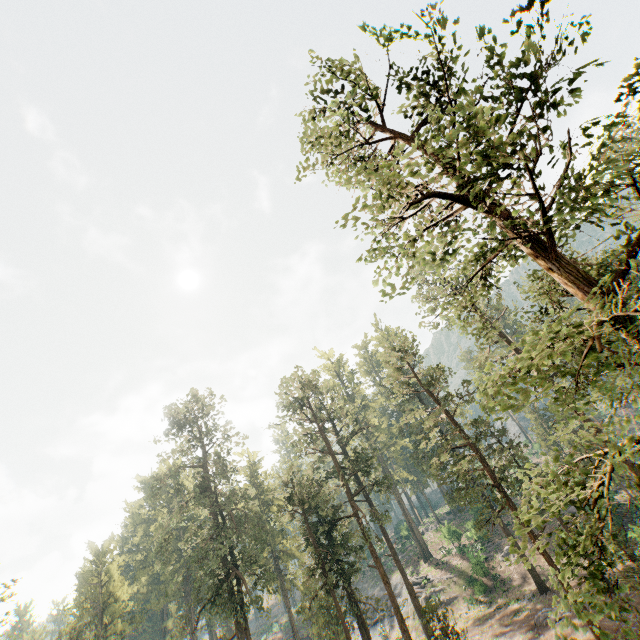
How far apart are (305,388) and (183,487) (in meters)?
29.91
